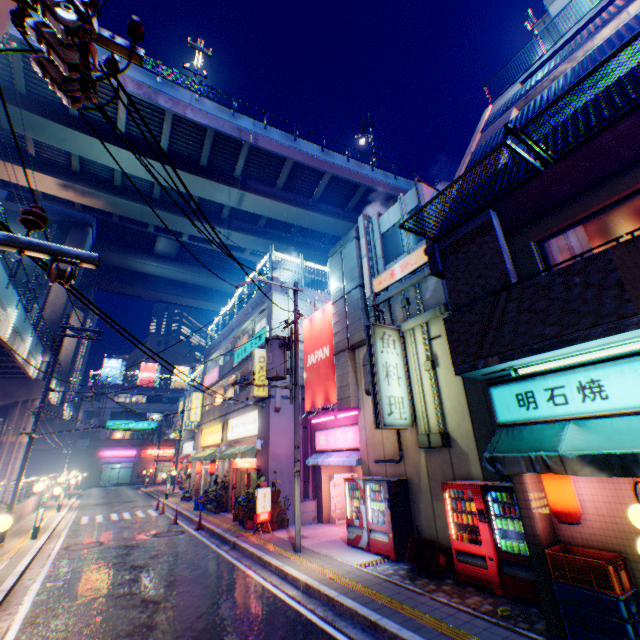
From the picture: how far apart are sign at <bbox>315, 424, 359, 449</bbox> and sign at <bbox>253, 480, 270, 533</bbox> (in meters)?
2.89

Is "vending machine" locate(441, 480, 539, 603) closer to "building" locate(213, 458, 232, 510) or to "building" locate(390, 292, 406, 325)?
"building" locate(390, 292, 406, 325)

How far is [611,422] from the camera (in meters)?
4.92

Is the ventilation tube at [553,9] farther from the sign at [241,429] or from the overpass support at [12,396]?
the sign at [241,429]

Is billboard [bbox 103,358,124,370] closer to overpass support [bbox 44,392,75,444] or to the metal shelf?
overpass support [bbox 44,392,75,444]

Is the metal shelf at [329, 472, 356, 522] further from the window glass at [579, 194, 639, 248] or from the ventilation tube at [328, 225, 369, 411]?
the window glass at [579, 194, 639, 248]

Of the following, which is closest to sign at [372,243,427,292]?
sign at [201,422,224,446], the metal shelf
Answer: the metal shelf

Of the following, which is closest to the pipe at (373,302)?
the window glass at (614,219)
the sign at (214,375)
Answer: the window glass at (614,219)
